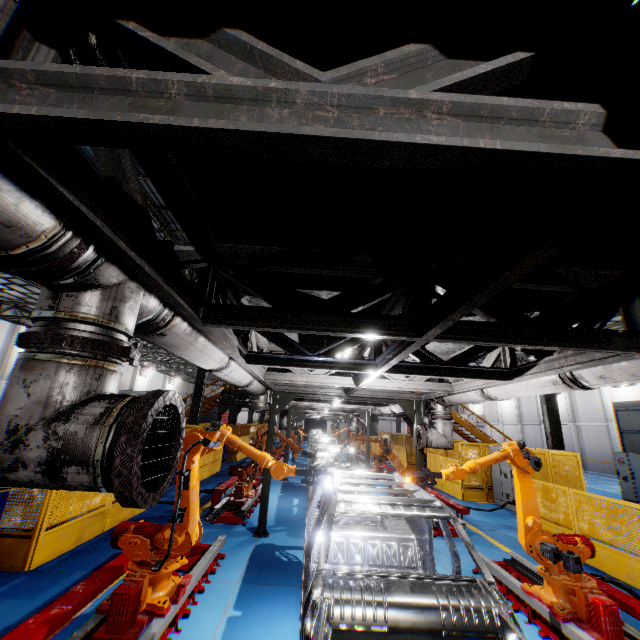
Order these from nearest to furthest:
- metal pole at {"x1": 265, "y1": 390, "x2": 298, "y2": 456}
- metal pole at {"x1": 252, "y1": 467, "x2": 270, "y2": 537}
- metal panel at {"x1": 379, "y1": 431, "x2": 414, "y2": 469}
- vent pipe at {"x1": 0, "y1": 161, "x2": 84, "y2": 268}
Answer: vent pipe at {"x1": 0, "y1": 161, "x2": 84, "y2": 268}, metal pole at {"x1": 252, "y1": 467, "x2": 270, "y2": 537}, metal pole at {"x1": 265, "y1": 390, "x2": 298, "y2": 456}, metal panel at {"x1": 379, "y1": 431, "x2": 414, "y2": 469}

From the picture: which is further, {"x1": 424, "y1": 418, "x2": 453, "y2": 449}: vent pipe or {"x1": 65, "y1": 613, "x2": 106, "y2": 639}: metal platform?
{"x1": 424, "y1": 418, "x2": 453, "y2": 449}: vent pipe

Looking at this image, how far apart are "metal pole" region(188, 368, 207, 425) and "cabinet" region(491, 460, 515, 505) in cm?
1311

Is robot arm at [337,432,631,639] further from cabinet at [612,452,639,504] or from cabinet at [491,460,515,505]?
cabinet at [612,452,639,504]

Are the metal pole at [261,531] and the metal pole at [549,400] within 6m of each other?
no

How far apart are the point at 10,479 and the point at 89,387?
0.5m

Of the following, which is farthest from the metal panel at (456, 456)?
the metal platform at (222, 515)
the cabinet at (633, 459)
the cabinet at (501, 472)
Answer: the cabinet at (633, 459)

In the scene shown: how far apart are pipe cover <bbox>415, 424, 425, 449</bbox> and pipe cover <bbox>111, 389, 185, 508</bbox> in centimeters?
690cm
